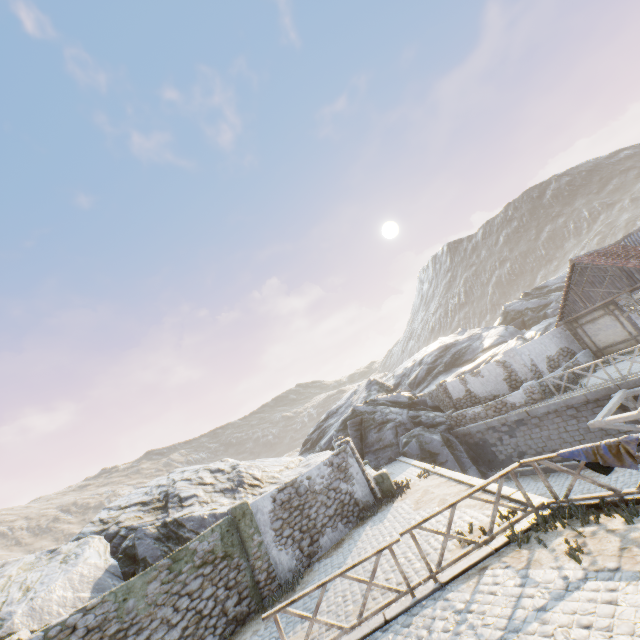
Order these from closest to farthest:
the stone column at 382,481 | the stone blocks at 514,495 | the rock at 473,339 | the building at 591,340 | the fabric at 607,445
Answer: the fabric at 607,445, the stone blocks at 514,495, the rock at 473,339, the stone column at 382,481, the building at 591,340

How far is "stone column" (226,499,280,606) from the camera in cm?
1096

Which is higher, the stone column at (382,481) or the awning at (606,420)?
the stone column at (382,481)

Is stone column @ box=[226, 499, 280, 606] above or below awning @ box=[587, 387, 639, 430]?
above

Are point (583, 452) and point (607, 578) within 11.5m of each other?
yes

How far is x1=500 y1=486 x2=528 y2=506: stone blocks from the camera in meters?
8.5 m

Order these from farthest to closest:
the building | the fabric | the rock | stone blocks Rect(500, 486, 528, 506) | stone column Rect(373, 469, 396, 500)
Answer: the building → stone column Rect(373, 469, 396, 500) → the rock → stone blocks Rect(500, 486, 528, 506) → the fabric

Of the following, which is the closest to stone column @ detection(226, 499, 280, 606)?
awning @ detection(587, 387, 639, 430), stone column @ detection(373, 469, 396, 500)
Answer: stone column @ detection(373, 469, 396, 500)
